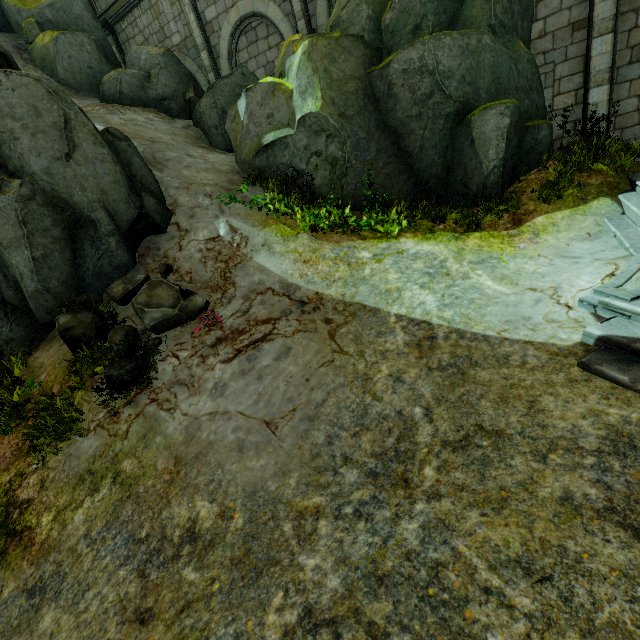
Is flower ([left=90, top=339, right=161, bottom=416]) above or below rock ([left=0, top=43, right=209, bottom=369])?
below

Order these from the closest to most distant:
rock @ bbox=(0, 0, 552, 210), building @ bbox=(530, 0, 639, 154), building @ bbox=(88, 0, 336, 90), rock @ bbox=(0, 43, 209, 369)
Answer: rock @ bbox=(0, 43, 209, 369)
rock @ bbox=(0, 0, 552, 210)
building @ bbox=(530, 0, 639, 154)
building @ bbox=(88, 0, 336, 90)

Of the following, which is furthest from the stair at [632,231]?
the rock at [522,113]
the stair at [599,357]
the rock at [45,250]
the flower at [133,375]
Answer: the flower at [133,375]

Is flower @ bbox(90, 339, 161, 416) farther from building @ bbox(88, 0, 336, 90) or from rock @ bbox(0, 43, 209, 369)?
building @ bbox(88, 0, 336, 90)

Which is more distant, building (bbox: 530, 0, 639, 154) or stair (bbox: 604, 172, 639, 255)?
building (bbox: 530, 0, 639, 154)

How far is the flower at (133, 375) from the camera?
5.46m

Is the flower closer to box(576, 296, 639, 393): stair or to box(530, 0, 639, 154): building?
box(576, 296, 639, 393): stair

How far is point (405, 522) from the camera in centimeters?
321cm
